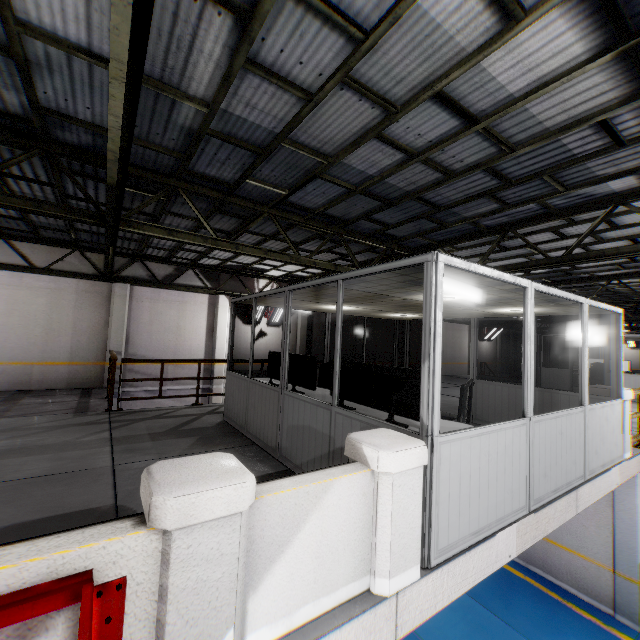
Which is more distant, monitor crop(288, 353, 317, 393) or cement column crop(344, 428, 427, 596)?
monitor crop(288, 353, 317, 393)

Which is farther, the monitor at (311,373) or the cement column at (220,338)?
the cement column at (220,338)

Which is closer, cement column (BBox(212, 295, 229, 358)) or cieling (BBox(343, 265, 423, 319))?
cieling (BBox(343, 265, 423, 319))

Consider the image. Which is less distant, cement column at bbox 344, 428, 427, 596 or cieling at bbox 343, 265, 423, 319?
cement column at bbox 344, 428, 427, 596

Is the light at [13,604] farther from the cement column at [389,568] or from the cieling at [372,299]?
the cieling at [372,299]

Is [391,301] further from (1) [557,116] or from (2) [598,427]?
(2) [598,427]

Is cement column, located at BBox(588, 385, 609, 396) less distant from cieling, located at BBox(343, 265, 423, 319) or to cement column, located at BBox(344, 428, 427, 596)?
cieling, located at BBox(343, 265, 423, 319)

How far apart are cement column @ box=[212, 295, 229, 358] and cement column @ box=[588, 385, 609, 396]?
12.43m
